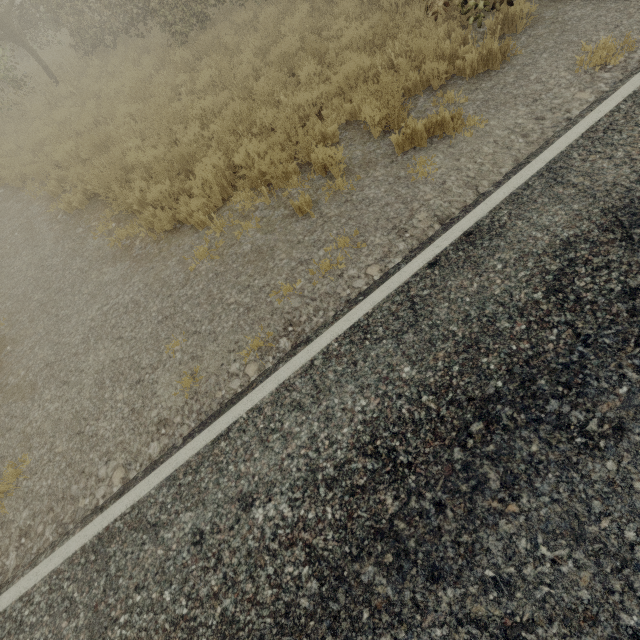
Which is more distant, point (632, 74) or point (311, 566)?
point (632, 74)
